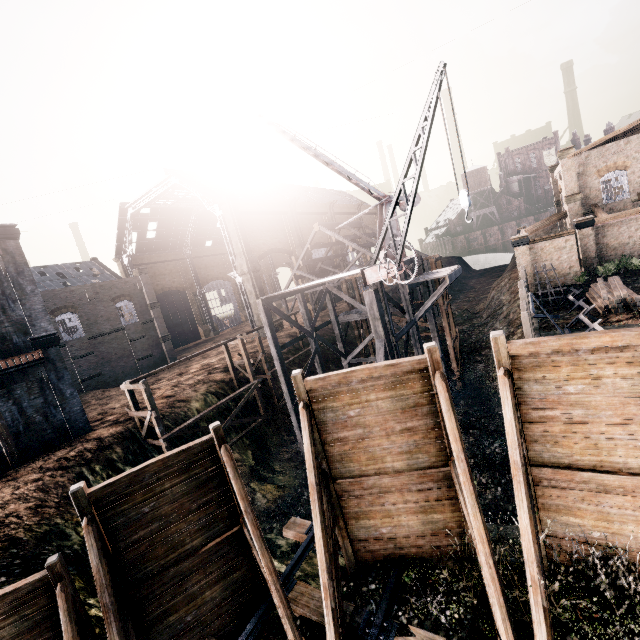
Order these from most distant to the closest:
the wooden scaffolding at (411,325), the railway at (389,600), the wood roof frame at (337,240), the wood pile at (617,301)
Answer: the wood roof frame at (337,240) < the wood pile at (617,301) < the wooden scaffolding at (411,325) < the railway at (389,600)

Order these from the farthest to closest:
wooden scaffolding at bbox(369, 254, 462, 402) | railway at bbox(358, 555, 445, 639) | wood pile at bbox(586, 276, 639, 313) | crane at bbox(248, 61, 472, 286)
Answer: wood pile at bbox(586, 276, 639, 313) → wooden scaffolding at bbox(369, 254, 462, 402) → crane at bbox(248, 61, 472, 286) → railway at bbox(358, 555, 445, 639)

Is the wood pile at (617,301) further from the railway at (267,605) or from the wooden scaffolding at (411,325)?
the railway at (267,605)

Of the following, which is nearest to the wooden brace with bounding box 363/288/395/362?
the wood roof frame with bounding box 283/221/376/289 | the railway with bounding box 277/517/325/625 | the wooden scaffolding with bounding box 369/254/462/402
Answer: the wooden scaffolding with bounding box 369/254/462/402

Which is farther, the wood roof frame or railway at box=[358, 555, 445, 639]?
the wood roof frame

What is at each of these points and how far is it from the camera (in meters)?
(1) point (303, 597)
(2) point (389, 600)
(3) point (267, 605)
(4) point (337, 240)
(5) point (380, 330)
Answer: (1) railway, 8.21
(2) railway, 7.47
(3) railway, 8.13
(4) wood roof frame, 36.34
(5) wooden brace, 16.58

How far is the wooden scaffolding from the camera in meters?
17.4 m

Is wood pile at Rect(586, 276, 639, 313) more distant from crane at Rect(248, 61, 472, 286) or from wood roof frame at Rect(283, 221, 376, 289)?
wood roof frame at Rect(283, 221, 376, 289)
